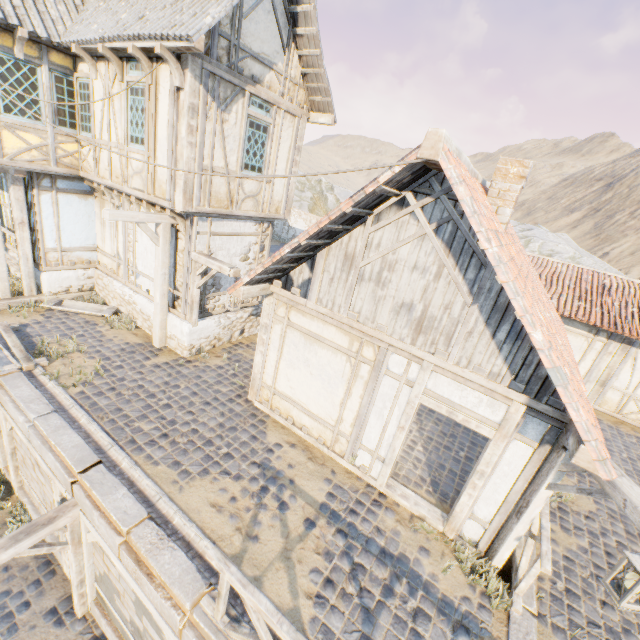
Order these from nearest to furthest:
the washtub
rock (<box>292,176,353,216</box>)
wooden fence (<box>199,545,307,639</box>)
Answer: wooden fence (<box>199,545,307,639</box>) → the washtub → rock (<box>292,176,353,216</box>)

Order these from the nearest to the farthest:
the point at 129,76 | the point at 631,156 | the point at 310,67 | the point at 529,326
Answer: the point at 529,326 < the point at 129,76 < the point at 310,67 < the point at 631,156

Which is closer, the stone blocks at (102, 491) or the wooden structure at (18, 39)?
the stone blocks at (102, 491)

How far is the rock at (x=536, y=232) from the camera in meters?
22.8

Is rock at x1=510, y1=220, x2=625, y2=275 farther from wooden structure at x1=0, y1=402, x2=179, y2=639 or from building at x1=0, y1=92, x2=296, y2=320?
wooden structure at x1=0, y1=402, x2=179, y2=639

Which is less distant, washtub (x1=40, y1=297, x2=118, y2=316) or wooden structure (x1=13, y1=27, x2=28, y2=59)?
wooden structure (x1=13, y1=27, x2=28, y2=59)

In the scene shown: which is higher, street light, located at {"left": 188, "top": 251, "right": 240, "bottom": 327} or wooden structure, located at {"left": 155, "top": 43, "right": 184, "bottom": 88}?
wooden structure, located at {"left": 155, "top": 43, "right": 184, "bottom": 88}

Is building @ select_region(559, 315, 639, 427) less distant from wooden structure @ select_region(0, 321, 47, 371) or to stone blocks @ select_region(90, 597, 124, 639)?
stone blocks @ select_region(90, 597, 124, 639)
